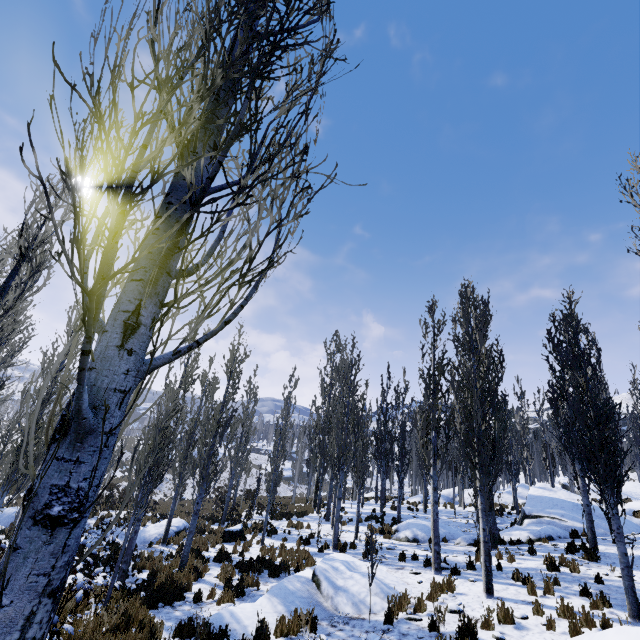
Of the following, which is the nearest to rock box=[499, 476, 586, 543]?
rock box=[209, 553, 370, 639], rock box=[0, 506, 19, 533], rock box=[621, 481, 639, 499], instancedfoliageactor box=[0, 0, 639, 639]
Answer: instancedfoliageactor box=[0, 0, 639, 639]

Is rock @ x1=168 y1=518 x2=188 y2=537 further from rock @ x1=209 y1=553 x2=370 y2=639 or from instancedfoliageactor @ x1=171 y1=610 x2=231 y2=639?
rock @ x1=209 y1=553 x2=370 y2=639

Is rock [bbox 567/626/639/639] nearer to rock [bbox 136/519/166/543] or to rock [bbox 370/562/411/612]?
rock [bbox 370/562/411/612]

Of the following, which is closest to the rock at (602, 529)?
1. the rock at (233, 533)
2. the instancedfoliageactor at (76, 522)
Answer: the instancedfoliageactor at (76, 522)

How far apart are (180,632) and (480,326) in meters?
11.6

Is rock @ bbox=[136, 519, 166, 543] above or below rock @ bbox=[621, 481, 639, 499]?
below

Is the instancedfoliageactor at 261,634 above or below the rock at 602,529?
below

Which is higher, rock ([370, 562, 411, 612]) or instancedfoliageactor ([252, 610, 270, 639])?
rock ([370, 562, 411, 612])
